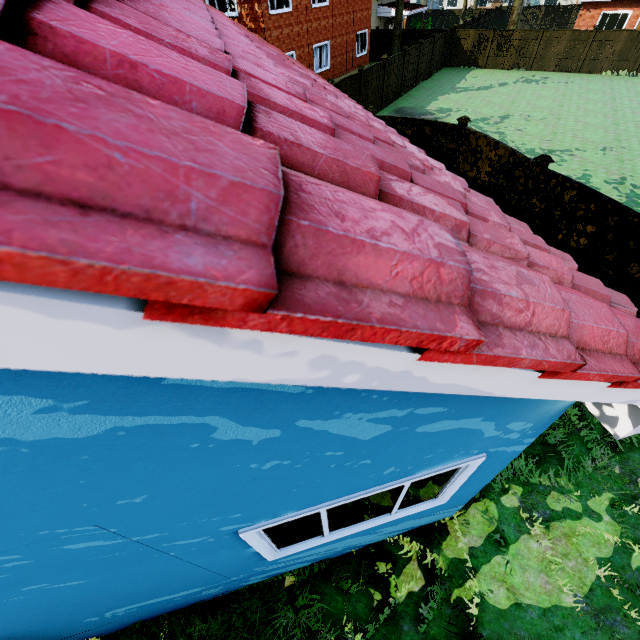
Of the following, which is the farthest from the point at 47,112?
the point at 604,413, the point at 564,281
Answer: the point at 604,413

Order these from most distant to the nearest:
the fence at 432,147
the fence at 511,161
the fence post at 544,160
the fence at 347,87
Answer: the fence at 347,87, the fence at 432,147, the fence at 511,161, the fence post at 544,160

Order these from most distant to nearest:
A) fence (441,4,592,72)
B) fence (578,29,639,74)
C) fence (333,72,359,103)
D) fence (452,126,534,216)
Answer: fence (441,4,592,72) < fence (578,29,639,74) < fence (333,72,359,103) < fence (452,126,534,216)

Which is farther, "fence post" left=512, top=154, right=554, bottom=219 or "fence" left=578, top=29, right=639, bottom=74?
"fence" left=578, top=29, right=639, bottom=74

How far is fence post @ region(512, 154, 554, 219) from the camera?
7.3 meters

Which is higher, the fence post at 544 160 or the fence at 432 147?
the fence post at 544 160

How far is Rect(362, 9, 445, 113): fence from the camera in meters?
17.4
